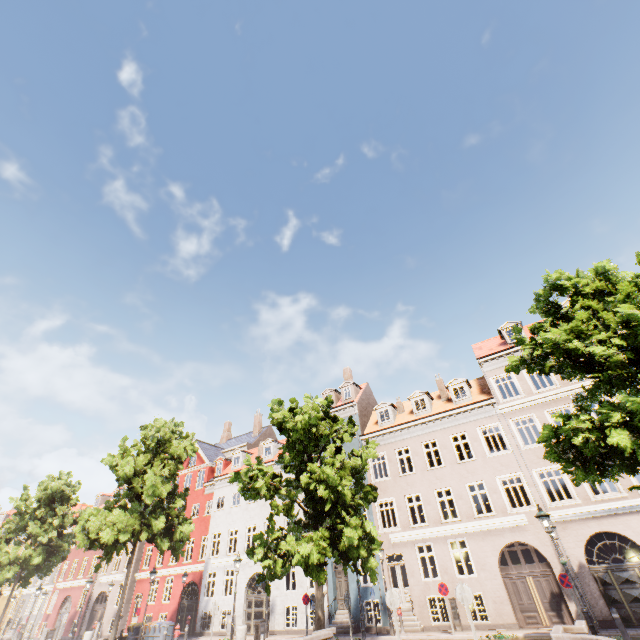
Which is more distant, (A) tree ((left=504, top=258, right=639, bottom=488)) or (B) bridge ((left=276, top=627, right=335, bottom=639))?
(B) bridge ((left=276, top=627, right=335, bottom=639))

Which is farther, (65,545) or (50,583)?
(50,583)

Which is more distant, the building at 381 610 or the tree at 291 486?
the building at 381 610

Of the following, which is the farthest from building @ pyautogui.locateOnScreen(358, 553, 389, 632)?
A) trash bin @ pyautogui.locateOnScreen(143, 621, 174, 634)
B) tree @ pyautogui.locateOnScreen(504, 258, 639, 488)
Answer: trash bin @ pyautogui.locateOnScreen(143, 621, 174, 634)

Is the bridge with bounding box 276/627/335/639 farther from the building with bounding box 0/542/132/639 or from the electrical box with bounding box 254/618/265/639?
the building with bounding box 0/542/132/639

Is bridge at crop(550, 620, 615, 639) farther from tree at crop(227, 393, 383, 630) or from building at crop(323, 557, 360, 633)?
building at crop(323, 557, 360, 633)

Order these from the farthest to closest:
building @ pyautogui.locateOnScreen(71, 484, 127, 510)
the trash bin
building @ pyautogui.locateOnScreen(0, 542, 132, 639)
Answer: building @ pyautogui.locateOnScreen(71, 484, 127, 510) < building @ pyautogui.locateOnScreen(0, 542, 132, 639) < the trash bin

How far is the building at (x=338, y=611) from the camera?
19.2m
